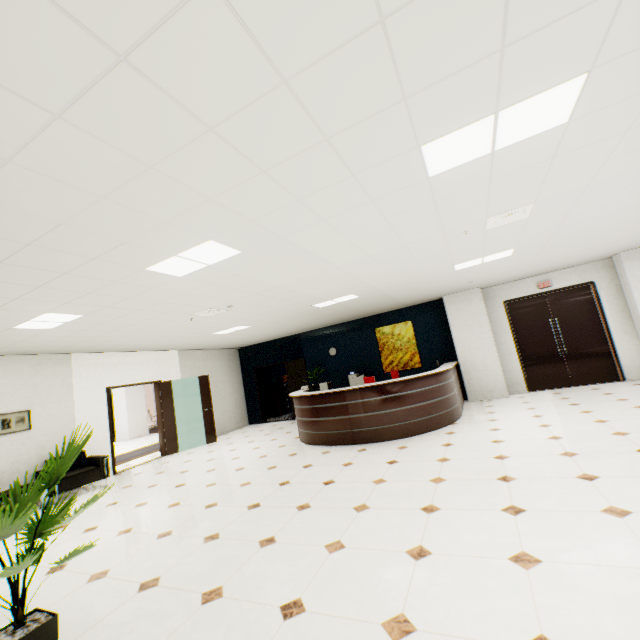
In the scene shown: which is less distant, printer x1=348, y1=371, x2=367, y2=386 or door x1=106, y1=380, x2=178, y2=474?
door x1=106, y1=380, x2=178, y2=474

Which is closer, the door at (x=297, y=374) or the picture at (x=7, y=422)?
the picture at (x=7, y=422)

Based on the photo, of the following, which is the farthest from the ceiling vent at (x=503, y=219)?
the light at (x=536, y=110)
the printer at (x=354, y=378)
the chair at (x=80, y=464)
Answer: the chair at (x=80, y=464)

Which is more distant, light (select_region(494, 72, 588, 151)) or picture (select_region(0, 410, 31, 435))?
picture (select_region(0, 410, 31, 435))

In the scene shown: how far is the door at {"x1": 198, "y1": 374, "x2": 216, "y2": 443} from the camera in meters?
9.7

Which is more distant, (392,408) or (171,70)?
(392,408)

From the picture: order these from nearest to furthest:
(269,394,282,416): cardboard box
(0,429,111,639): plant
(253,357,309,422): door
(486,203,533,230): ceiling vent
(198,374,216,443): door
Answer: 1. (0,429,111,639): plant
2. (486,203,533,230): ceiling vent
3. (198,374,216,443): door
4. (253,357,309,422): door
5. (269,394,282,416): cardboard box

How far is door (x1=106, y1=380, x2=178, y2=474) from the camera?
7.9 meters
